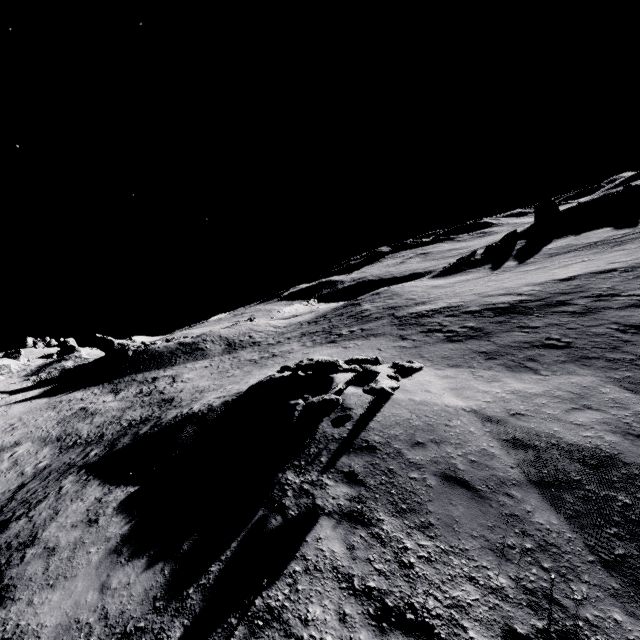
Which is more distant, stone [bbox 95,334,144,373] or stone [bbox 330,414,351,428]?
stone [bbox 95,334,144,373]

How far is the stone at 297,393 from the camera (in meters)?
9.64

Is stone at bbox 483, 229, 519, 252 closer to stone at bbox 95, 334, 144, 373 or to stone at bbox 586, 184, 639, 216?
stone at bbox 586, 184, 639, 216

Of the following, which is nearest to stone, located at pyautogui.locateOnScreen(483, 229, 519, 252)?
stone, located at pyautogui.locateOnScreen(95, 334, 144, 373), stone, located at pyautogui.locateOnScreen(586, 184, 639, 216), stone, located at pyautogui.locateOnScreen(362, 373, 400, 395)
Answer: stone, located at pyautogui.locateOnScreen(586, 184, 639, 216)

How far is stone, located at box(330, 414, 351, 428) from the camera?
8.7 meters

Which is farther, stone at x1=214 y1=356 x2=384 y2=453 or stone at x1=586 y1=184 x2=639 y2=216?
stone at x1=586 y1=184 x2=639 y2=216

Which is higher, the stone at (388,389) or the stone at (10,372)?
the stone at (10,372)

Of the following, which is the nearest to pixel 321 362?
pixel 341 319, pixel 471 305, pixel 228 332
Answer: pixel 471 305
